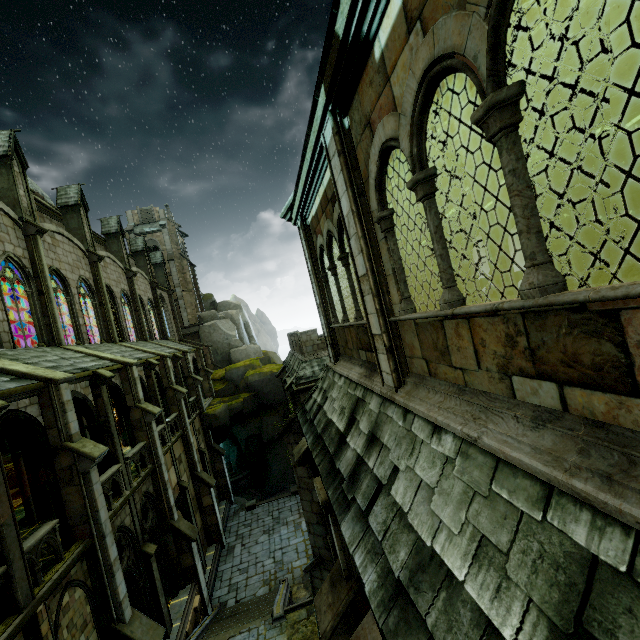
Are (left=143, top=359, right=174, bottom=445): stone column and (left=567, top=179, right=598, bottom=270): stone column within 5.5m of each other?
no

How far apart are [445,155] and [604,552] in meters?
2.9

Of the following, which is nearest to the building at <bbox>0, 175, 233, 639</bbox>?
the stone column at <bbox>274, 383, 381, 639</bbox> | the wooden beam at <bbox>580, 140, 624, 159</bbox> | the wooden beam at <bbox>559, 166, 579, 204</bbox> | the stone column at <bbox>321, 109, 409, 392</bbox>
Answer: the stone column at <bbox>274, 383, 381, 639</bbox>

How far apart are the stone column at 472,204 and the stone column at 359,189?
5.2 meters

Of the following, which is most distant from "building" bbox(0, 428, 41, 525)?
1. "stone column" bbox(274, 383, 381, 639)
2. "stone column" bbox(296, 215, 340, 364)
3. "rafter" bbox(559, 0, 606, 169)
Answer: "rafter" bbox(559, 0, 606, 169)

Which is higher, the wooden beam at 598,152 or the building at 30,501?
the wooden beam at 598,152

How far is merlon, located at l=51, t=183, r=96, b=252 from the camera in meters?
21.6

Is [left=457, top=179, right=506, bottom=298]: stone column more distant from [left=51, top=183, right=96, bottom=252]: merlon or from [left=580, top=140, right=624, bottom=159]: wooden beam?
[left=51, top=183, right=96, bottom=252]: merlon
